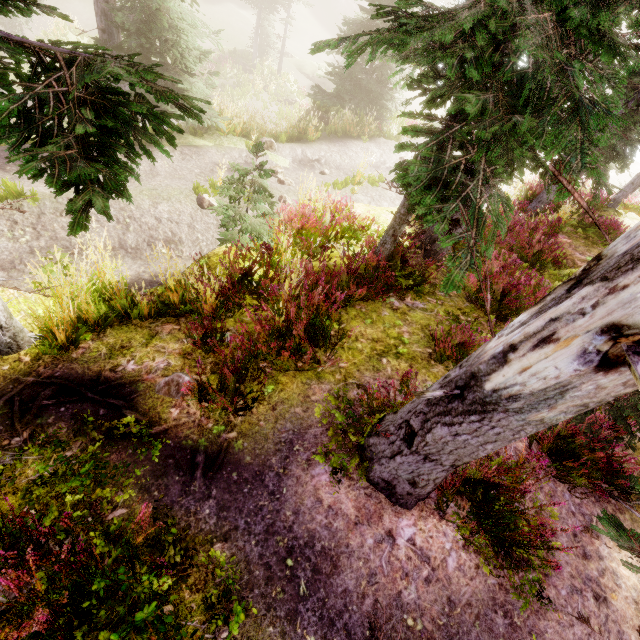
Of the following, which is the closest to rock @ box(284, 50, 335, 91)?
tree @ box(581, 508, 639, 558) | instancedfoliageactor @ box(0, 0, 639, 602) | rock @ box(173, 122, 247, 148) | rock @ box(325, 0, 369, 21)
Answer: instancedfoliageactor @ box(0, 0, 639, 602)

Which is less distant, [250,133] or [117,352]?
[117,352]

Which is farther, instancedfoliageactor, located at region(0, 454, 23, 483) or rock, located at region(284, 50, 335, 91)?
rock, located at region(284, 50, 335, 91)

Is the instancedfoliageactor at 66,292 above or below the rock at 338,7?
above

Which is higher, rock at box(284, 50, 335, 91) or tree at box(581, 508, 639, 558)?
tree at box(581, 508, 639, 558)

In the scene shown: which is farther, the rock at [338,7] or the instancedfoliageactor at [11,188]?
the rock at [338,7]

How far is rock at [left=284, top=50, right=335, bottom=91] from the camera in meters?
30.5 m

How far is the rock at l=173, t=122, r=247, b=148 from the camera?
10.3 meters
